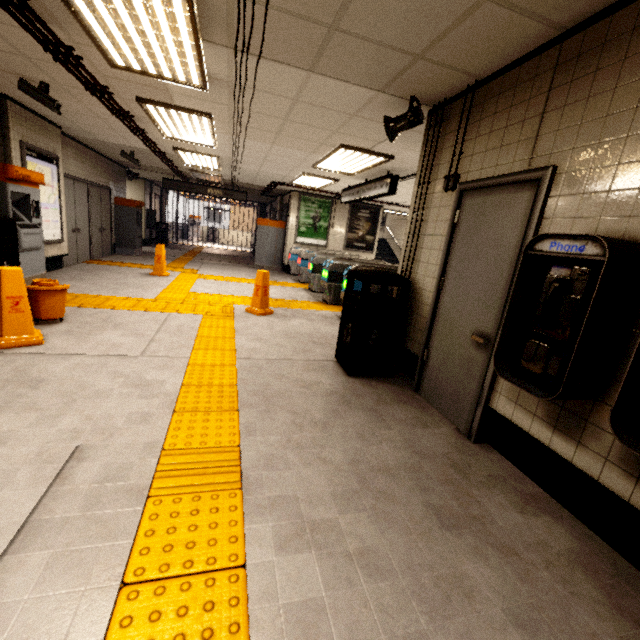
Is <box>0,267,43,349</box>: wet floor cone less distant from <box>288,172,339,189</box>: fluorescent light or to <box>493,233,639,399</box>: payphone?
<box>493,233,639,399</box>: payphone

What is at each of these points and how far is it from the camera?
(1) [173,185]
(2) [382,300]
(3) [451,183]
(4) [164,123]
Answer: (1) sign, 12.0 meters
(2) trash can, 3.5 meters
(3) exterior wiring, 3.1 meters
(4) fluorescent light, 5.4 meters

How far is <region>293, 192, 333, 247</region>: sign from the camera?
11.62m

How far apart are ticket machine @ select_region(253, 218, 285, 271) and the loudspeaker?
8.3 meters

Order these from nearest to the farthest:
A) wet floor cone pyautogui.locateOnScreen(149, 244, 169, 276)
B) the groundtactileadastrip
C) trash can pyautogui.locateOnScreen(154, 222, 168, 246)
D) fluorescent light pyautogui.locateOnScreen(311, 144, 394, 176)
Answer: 1. the groundtactileadastrip
2. fluorescent light pyautogui.locateOnScreen(311, 144, 394, 176)
3. wet floor cone pyautogui.locateOnScreen(149, 244, 169, 276)
4. trash can pyautogui.locateOnScreen(154, 222, 168, 246)

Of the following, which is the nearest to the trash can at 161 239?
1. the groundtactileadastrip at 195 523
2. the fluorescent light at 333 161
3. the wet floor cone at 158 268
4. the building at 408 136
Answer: the groundtactileadastrip at 195 523

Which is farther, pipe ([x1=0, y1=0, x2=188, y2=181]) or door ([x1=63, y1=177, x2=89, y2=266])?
door ([x1=63, y1=177, x2=89, y2=266])

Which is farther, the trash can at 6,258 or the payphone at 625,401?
the trash can at 6,258
